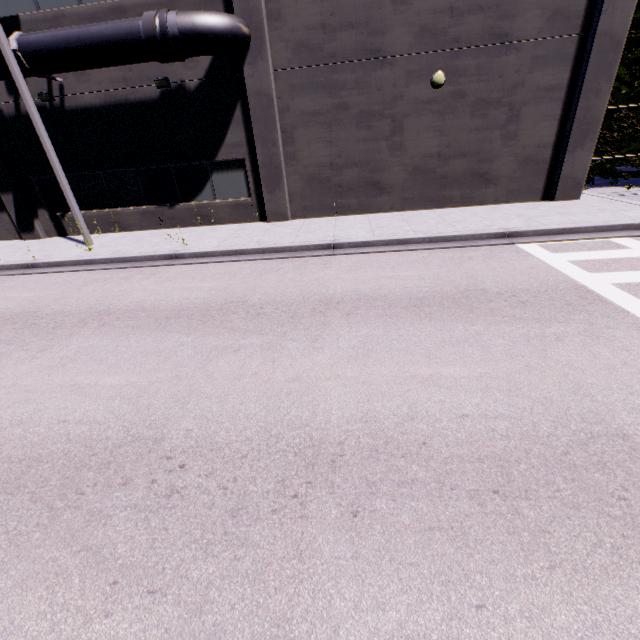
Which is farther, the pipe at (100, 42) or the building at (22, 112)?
the building at (22, 112)

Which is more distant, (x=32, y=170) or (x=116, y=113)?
(x=32, y=170)

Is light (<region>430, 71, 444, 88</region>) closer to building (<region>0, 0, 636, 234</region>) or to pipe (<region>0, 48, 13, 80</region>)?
building (<region>0, 0, 636, 234</region>)

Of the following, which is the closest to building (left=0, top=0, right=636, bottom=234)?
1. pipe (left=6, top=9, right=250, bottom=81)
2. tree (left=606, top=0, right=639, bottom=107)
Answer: pipe (left=6, top=9, right=250, bottom=81)

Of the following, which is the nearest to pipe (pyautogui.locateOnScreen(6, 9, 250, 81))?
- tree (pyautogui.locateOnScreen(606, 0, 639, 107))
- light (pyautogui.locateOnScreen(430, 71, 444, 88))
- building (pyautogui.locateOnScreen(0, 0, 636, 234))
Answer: building (pyautogui.locateOnScreen(0, 0, 636, 234))

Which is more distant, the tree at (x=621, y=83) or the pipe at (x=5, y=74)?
the tree at (x=621, y=83)
